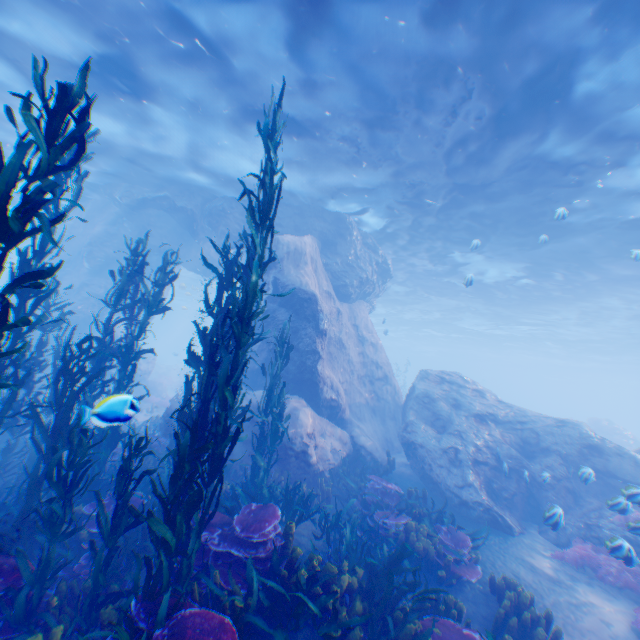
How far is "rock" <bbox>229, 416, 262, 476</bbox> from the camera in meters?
9.8 m

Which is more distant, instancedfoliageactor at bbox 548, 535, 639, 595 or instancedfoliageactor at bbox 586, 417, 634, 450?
instancedfoliageactor at bbox 586, 417, 634, 450

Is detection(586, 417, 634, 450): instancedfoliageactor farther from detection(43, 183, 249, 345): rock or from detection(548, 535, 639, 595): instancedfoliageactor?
detection(548, 535, 639, 595): instancedfoliageactor

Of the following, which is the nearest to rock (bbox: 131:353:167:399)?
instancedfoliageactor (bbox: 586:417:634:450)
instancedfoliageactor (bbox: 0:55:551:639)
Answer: instancedfoliageactor (bbox: 0:55:551:639)

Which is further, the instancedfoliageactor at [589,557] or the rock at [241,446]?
the rock at [241,446]

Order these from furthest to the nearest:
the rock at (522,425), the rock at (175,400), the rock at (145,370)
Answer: the rock at (145,370) → the rock at (175,400) → the rock at (522,425)

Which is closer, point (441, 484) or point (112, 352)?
point (112, 352)

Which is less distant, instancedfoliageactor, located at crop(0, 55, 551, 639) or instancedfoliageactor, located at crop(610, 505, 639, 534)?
instancedfoliageactor, located at crop(0, 55, 551, 639)
